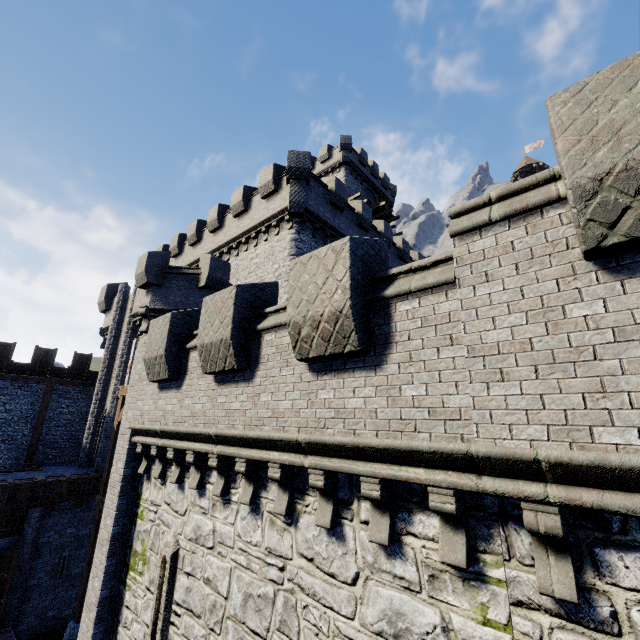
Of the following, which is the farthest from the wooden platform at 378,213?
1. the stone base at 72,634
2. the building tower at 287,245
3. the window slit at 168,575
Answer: the stone base at 72,634

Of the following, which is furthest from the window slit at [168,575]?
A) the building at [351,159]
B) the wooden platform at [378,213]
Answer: the wooden platform at [378,213]

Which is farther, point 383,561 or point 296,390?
point 296,390

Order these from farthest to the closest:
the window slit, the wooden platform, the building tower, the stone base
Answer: the wooden platform, the building tower, the stone base, the window slit

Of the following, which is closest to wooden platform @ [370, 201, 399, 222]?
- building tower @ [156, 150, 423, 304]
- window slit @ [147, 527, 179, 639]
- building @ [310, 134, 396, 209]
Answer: building @ [310, 134, 396, 209]

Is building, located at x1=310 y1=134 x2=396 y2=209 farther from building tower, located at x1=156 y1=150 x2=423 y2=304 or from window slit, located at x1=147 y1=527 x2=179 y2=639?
window slit, located at x1=147 y1=527 x2=179 y2=639

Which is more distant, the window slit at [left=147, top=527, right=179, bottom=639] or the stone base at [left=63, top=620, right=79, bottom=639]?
the stone base at [left=63, top=620, right=79, bottom=639]

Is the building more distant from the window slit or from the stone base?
the stone base
